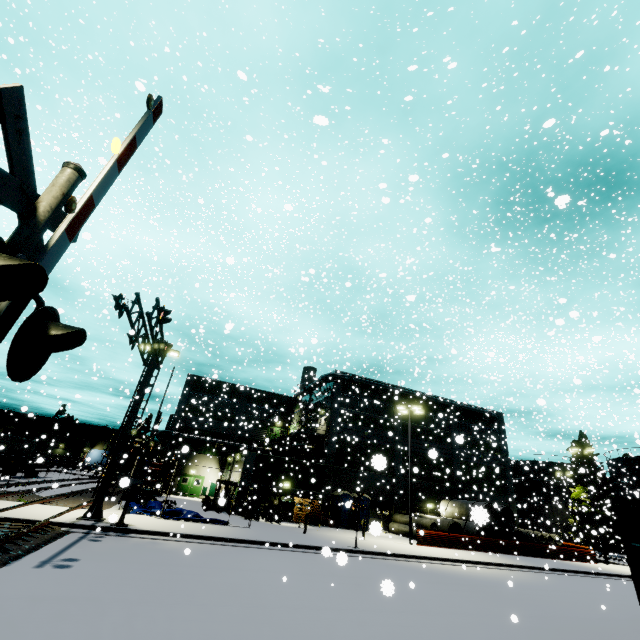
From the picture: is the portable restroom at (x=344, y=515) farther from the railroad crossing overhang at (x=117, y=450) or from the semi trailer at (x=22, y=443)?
the semi trailer at (x=22, y=443)

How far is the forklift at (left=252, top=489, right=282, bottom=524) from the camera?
25.5 meters

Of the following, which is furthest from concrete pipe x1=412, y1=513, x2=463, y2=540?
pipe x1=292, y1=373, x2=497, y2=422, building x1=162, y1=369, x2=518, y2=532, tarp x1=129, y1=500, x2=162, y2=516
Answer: pipe x1=292, y1=373, x2=497, y2=422

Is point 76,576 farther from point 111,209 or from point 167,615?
point 111,209

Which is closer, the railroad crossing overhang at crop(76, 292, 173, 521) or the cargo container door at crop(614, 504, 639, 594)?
the cargo container door at crop(614, 504, 639, 594)

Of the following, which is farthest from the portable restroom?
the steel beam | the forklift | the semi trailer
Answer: the semi trailer

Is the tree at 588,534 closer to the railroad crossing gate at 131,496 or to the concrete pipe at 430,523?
the concrete pipe at 430,523

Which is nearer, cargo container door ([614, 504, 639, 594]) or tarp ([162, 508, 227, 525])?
cargo container door ([614, 504, 639, 594])
